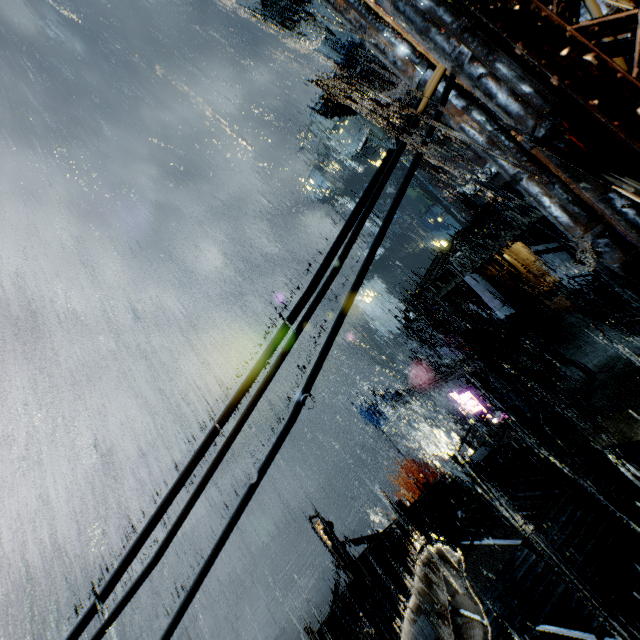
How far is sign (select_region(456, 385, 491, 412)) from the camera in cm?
2745

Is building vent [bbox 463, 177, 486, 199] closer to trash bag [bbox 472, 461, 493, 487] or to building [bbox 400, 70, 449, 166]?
building [bbox 400, 70, 449, 166]

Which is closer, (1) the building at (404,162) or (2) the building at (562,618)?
(1) the building at (404,162)

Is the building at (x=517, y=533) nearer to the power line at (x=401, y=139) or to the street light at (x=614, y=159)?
the power line at (x=401, y=139)

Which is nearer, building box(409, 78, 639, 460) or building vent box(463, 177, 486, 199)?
building box(409, 78, 639, 460)

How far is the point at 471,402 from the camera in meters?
28.0

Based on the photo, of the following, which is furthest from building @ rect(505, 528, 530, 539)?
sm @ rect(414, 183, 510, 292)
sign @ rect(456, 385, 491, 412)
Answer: sign @ rect(456, 385, 491, 412)

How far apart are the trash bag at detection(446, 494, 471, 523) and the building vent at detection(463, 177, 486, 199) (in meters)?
38.88
